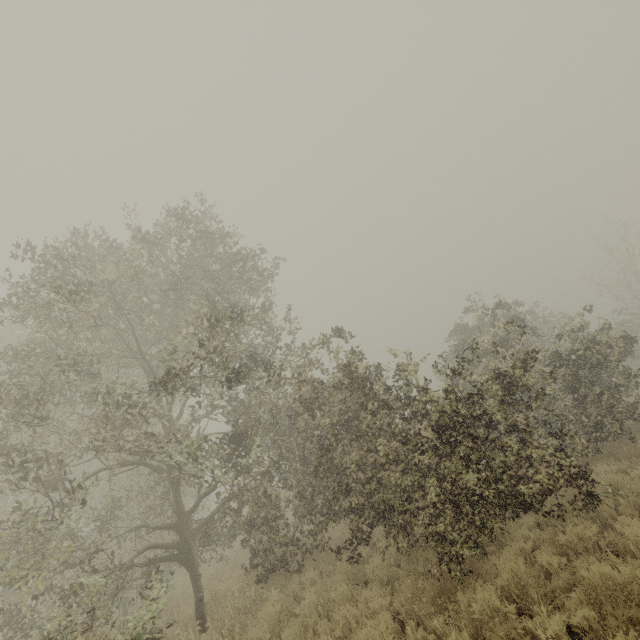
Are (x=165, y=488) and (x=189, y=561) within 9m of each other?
yes
